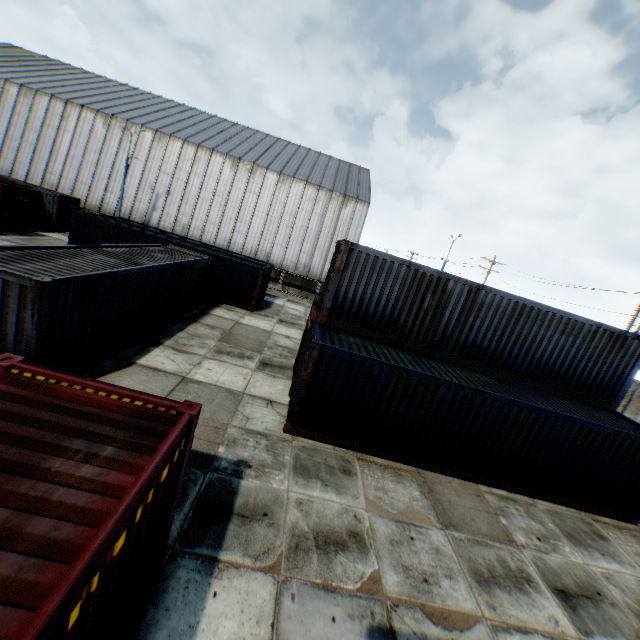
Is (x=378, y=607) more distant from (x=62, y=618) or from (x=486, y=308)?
(x=486, y=308)

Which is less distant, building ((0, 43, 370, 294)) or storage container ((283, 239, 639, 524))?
storage container ((283, 239, 639, 524))

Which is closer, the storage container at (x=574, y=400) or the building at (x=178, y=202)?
the storage container at (x=574, y=400)
